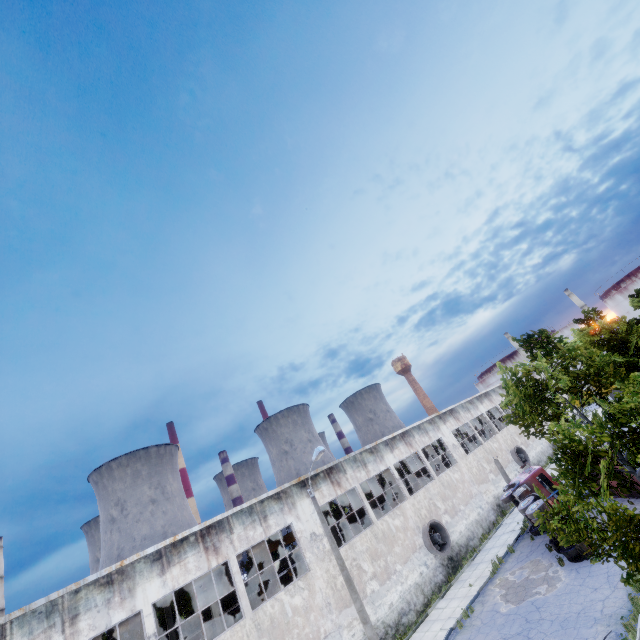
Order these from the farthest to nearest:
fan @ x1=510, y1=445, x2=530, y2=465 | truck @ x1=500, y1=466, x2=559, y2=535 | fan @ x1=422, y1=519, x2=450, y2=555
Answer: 1. fan @ x1=510, y1=445, x2=530, y2=465
2. fan @ x1=422, y1=519, x2=450, y2=555
3. truck @ x1=500, y1=466, x2=559, y2=535

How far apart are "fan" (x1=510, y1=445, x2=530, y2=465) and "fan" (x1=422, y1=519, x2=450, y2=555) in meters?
15.7

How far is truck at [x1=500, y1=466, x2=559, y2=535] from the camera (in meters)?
17.50

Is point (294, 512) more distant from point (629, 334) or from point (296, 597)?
point (629, 334)

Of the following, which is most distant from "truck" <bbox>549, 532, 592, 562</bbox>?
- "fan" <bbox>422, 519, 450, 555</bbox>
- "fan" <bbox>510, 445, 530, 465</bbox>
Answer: "fan" <bbox>510, 445, 530, 465</bbox>

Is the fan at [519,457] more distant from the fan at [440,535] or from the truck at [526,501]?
the fan at [440,535]

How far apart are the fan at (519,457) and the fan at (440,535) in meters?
15.7 m

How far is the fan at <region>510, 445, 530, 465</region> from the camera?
34.50m
